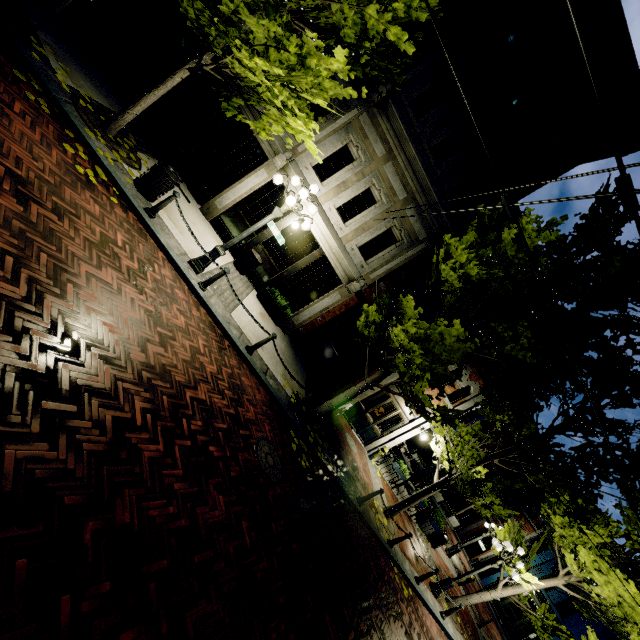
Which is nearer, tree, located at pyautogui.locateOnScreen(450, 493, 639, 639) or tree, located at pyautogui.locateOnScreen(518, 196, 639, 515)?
tree, located at pyautogui.locateOnScreen(518, 196, 639, 515)

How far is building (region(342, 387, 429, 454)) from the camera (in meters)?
14.25

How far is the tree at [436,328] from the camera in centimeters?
747cm

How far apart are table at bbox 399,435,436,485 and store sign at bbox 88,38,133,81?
20.5m

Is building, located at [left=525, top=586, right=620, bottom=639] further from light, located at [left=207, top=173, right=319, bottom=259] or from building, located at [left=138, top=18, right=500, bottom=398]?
light, located at [left=207, top=173, right=319, bottom=259]

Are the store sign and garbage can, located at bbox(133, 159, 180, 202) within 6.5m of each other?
yes

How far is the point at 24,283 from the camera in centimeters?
377cm

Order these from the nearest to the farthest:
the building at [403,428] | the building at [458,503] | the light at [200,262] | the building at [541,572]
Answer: the light at [200,262], the building at [403,428], the building at [541,572], the building at [458,503]
